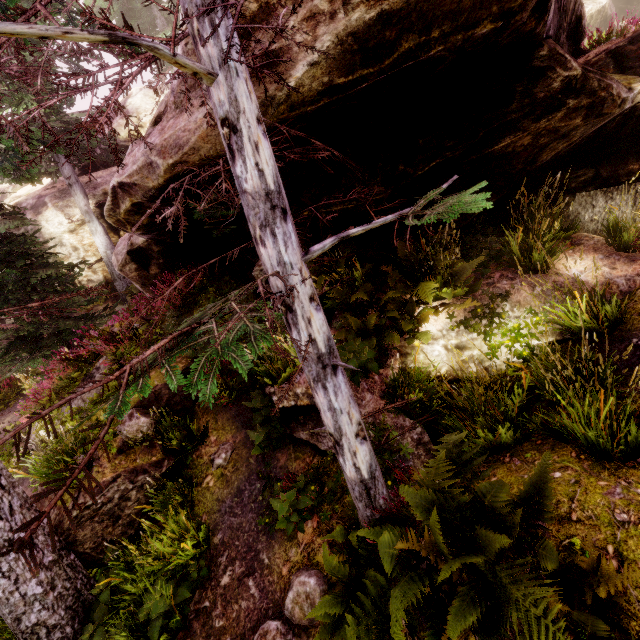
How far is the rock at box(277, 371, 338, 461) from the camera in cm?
552

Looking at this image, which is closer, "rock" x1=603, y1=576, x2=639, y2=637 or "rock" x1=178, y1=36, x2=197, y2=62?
"rock" x1=603, y1=576, x2=639, y2=637

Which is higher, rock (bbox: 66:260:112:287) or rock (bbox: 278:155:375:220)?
rock (bbox: 66:260:112:287)

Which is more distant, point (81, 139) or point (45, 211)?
point (45, 211)

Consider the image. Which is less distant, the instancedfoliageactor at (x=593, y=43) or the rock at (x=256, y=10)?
the rock at (x=256, y=10)
